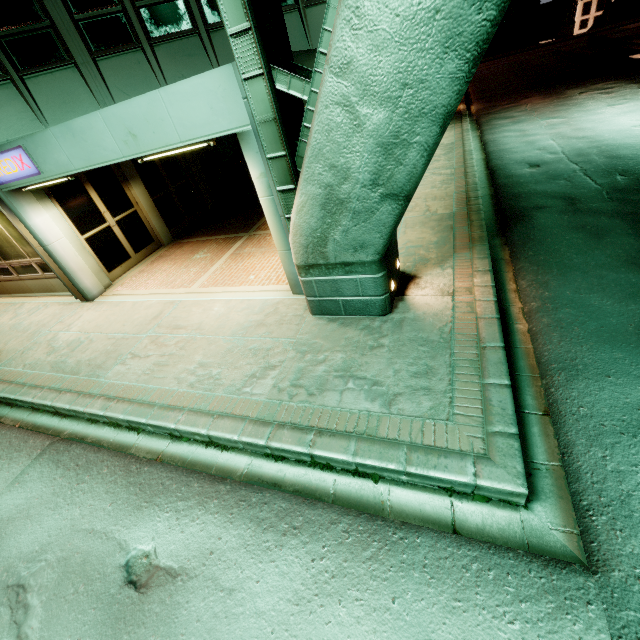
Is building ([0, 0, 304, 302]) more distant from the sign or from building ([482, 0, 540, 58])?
building ([482, 0, 540, 58])

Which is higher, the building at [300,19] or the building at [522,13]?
the building at [300,19]

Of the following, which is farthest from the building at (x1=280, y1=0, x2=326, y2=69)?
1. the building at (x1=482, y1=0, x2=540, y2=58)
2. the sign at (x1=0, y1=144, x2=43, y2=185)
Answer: the building at (x1=482, y1=0, x2=540, y2=58)

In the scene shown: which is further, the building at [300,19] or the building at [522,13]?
the building at [522,13]

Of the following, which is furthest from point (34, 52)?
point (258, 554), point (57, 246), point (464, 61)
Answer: point (258, 554)

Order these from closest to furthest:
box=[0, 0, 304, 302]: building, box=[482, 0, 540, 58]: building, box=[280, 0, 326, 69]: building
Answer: box=[0, 0, 304, 302]: building, box=[280, 0, 326, 69]: building, box=[482, 0, 540, 58]: building
